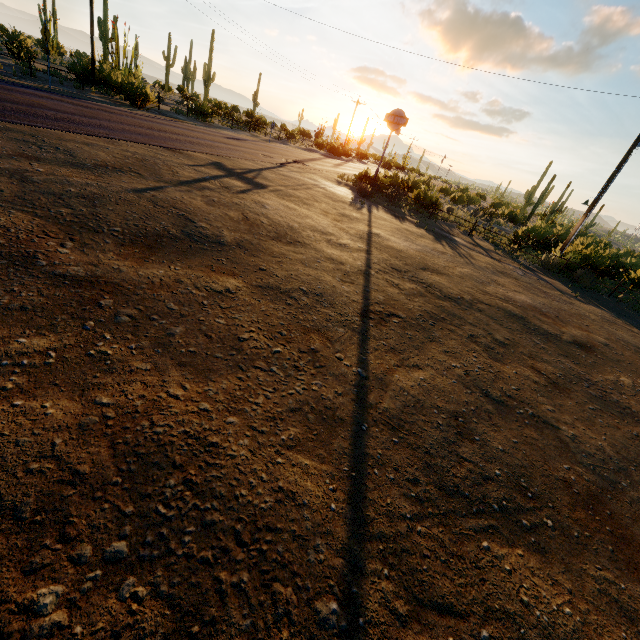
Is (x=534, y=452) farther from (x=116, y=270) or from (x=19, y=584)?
(x=116, y=270)

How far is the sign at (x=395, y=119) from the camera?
19.3 meters

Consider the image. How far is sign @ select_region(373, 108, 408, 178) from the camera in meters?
19.3 m
